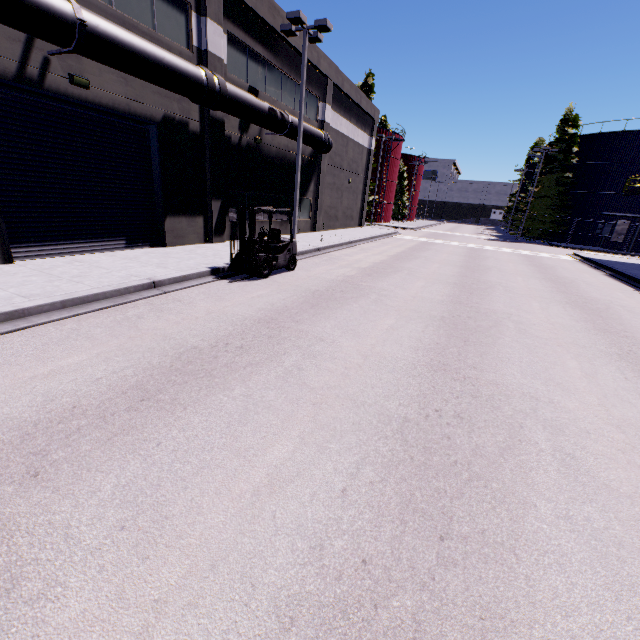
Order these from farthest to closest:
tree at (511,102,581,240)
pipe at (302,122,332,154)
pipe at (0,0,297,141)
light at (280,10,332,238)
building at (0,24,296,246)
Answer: tree at (511,102,581,240)
pipe at (302,122,332,154)
light at (280,10,332,238)
building at (0,24,296,246)
pipe at (0,0,297,141)

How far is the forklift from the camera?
10.1m

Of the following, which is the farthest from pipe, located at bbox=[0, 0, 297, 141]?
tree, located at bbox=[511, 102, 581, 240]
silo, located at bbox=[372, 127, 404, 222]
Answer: silo, located at bbox=[372, 127, 404, 222]

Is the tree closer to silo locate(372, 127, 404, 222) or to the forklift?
silo locate(372, 127, 404, 222)

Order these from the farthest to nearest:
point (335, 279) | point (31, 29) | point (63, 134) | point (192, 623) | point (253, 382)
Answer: point (335, 279) → point (63, 134) → point (31, 29) → point (253, 382) → point (192, 623)

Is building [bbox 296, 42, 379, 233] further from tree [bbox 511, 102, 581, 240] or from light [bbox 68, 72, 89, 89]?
tree [bbox 511, 102, 581, 240]

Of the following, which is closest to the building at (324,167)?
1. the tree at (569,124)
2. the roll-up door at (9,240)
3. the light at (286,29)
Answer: the roll-up door at (9,240)

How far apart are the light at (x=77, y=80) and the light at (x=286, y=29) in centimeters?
934cm
